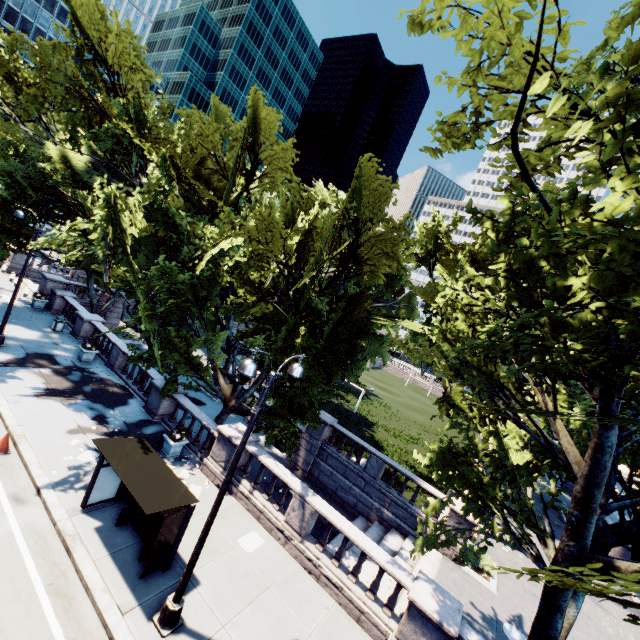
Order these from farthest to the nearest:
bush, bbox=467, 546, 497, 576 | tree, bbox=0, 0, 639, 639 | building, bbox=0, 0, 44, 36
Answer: building, bbox=0, 0, 44, 36
bush, bbox=467, 546, 497, 576
tree, bbox=0, 0, 639, 639

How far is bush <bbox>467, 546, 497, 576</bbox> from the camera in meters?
15.7

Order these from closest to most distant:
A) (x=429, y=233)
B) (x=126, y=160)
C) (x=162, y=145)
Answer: (x=126, y=160)
(x=162, y=145)
(x=429, y=233)

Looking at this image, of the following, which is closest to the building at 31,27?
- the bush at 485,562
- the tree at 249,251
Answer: the tree at 249,251

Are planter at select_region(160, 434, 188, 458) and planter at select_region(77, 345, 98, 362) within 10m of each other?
yes

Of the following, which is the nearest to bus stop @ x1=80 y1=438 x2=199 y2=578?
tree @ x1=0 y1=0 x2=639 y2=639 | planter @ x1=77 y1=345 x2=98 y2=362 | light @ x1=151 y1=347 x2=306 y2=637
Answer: light @ x1=151 y1=347 x2=306 y2=637

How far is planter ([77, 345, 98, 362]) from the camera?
19.1m

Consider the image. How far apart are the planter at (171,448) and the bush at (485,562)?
14.6 meters
